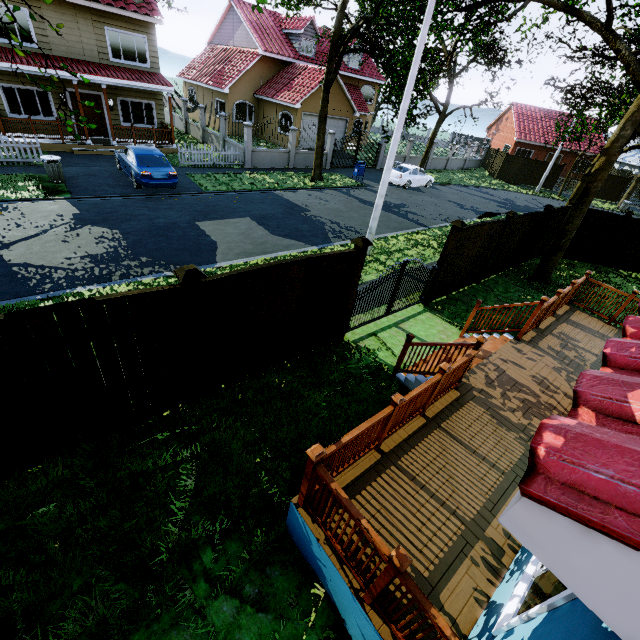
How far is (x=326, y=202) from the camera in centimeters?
1752cm

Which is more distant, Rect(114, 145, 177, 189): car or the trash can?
Rect(114, 145, 177, 189): car

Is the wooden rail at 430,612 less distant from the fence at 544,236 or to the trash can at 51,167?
the fence at 544,236

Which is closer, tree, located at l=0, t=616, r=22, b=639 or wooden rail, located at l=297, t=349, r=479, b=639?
wooden rail, located at l=297, t=349, r=479, b=639

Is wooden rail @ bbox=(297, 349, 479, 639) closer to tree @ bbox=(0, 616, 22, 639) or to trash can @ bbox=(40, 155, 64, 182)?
tree @ bbox=(0, 616, 22, 639)

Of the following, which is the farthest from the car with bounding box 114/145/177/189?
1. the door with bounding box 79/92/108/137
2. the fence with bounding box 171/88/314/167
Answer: the door with bounding box 79/92/108/137

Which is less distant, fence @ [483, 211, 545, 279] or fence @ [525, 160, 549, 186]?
fence @ [483, 211, 545, 279]

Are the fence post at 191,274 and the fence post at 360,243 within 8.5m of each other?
yes
